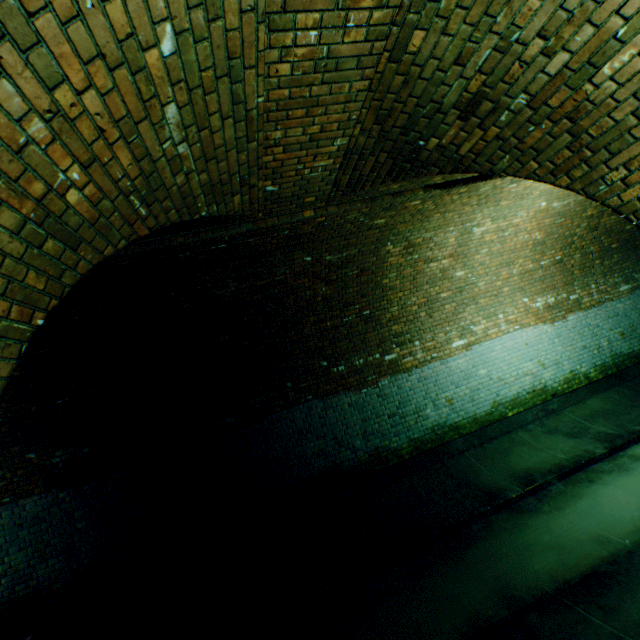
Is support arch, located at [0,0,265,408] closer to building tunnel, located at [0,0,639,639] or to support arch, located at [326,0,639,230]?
building tunnel, located at [0,0,639,639]

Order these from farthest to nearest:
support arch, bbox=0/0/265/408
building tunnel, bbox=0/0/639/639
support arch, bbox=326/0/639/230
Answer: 1. building tunnel, bbox=0/0/639/639
2. support arch, bbox=326/0/639/230
3. support arch, bbox=0/0/265/408

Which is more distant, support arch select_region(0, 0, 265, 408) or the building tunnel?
the building tunnel

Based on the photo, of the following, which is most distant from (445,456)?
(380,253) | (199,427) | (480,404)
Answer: (199,427)

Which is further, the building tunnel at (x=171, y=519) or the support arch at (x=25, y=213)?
the building tunnel at (x=171, y=519)

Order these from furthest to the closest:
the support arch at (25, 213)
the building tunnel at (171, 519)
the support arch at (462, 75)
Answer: the building tunnel at (171, 519)
the support arch at (462, 75)
the support arch at (25, 213)

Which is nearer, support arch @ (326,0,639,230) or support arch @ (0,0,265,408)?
support arch @ (0,0,265,408)
